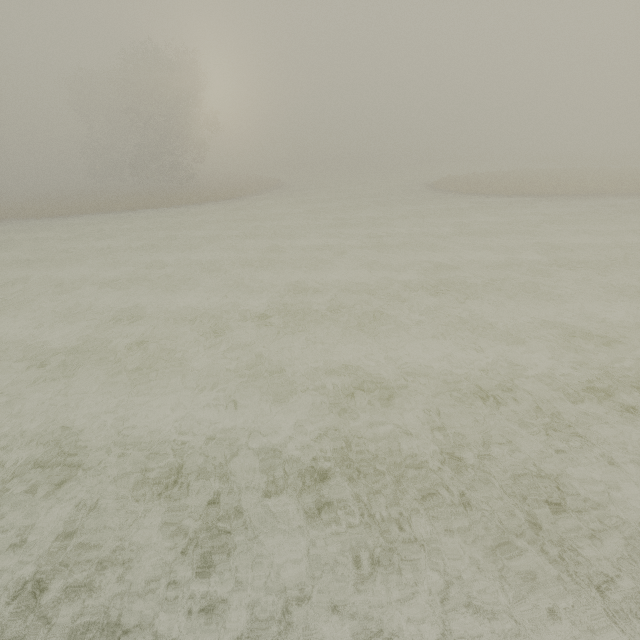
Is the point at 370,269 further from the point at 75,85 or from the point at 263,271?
the point at 75,85
